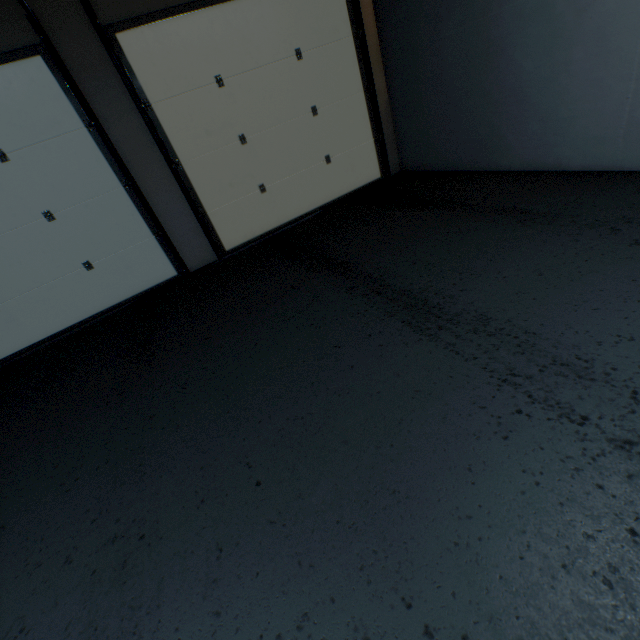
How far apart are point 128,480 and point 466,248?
2.3 meters
